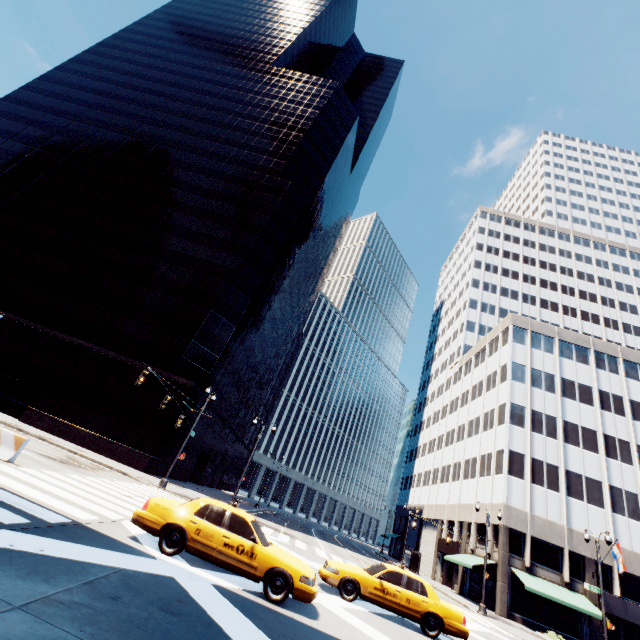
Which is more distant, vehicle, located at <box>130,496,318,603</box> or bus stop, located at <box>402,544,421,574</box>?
bus stop, located at <box>402,544,421,574</box>

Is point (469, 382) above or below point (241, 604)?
above

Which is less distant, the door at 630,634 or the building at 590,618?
the door at 630,634

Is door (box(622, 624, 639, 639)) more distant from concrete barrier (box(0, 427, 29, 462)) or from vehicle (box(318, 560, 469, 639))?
concrete barrier (box(0, 427, 29, 462))

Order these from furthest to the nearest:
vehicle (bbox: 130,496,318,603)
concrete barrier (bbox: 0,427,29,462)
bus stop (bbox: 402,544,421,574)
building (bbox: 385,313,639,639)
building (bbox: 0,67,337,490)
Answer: bus stop (bbox: 402,544,421,574)
building (bbox: 0,67,337,490)
building (bbox: 385,313,639,639)
concrete barrier (bbox: 0,427,29,462)
vehicle (bbox: 130,496,318,603)

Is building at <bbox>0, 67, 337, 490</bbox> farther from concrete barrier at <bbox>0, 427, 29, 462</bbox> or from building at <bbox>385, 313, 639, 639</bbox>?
building at <bbox>385, 313, 639, 639</bbox>

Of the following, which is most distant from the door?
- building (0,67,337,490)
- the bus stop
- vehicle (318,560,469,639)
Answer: building (0,67,337,490)

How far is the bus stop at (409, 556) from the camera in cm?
3950
